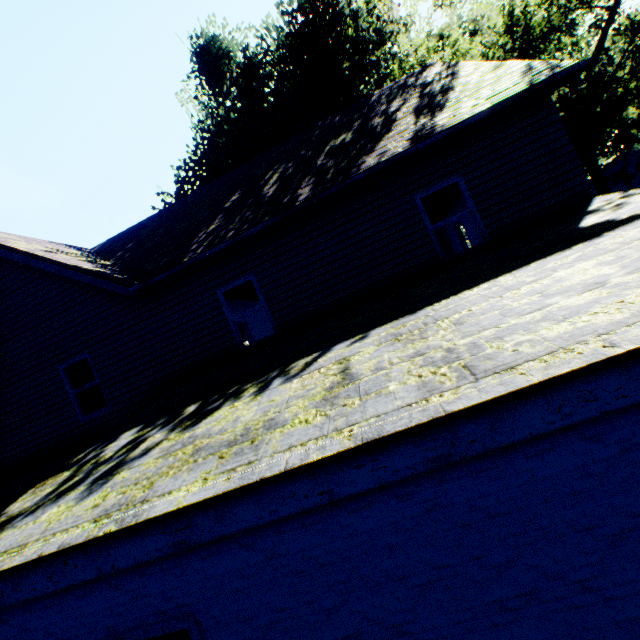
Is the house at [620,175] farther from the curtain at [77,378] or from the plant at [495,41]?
the curtain at [77,378]

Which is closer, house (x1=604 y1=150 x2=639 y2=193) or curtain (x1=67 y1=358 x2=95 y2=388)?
curtain (x1=67 y1=358 x2=95 y2=388)

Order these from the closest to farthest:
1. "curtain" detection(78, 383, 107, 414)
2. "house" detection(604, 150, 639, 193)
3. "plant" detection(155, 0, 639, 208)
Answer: "curtain" detection(78, 383, 107, 414), "plant" detection(155, 0, 639, 208), "house" detection(604, 150, 639, 193)

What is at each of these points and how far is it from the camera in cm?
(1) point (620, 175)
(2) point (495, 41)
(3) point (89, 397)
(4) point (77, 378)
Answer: (1) house, 4675
(2) plant, 1217
(3) curtain, 885
(4) curtain, 890

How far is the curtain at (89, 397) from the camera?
8.8m

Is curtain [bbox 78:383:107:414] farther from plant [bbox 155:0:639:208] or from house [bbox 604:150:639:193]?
house [bbox 604:150:639:193]

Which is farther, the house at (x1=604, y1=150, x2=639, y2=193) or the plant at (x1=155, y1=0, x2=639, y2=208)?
the house at (x1=604, y1=150, x2=639, y2=193)
